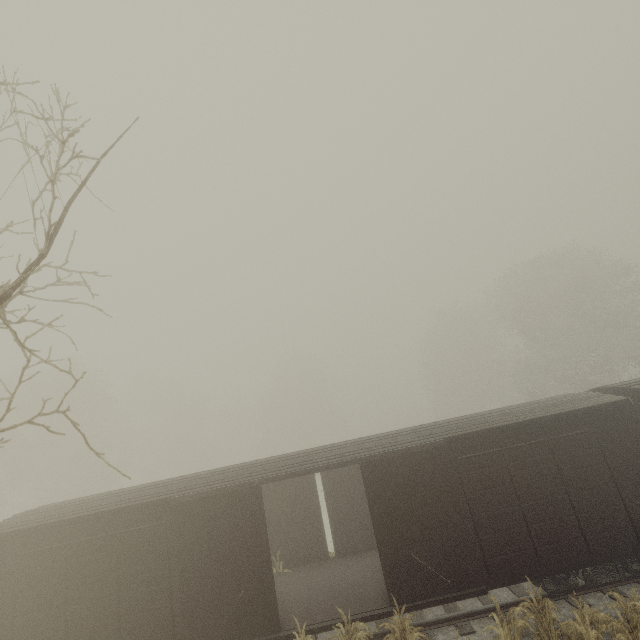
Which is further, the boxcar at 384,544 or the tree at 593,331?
the tree at 593,331

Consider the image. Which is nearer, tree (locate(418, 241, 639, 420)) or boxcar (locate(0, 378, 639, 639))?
boxcar (locate(0, 378, 639, 639))

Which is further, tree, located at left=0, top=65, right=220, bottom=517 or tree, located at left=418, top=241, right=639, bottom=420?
A: tree, located at left=418, top=241, right=639, bottom=420

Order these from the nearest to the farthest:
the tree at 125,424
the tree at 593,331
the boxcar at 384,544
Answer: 1. the tree at 125,424
2. the boxcar at 384,544
3. the tree at 593,331

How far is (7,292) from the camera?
3.4m

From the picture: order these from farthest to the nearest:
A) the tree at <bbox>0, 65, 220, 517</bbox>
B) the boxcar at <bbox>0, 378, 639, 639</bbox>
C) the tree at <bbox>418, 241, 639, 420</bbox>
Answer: the tree at <bbox>418, 241, 639, 420</bbox> < the boxcar at <bbox>0, 378, 639, 639</bbox> < the tree at <bbox>0, 65, 220, 517</bbox>
